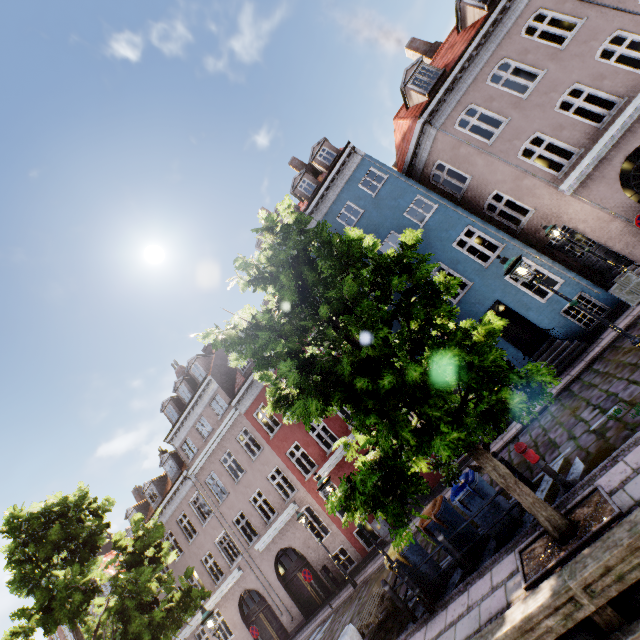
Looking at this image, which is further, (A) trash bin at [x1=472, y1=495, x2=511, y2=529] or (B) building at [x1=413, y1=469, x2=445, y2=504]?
(B) building at [x1=413, y1=469, x2=445, y2=504]

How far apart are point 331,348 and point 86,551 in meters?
13.2 m

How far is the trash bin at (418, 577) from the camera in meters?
7.8

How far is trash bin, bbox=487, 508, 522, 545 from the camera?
7.0 meters

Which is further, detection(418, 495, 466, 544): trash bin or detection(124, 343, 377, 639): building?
detection(124, 343, 377, 639): building

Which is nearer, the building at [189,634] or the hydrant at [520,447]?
the hydrant at [520,447]

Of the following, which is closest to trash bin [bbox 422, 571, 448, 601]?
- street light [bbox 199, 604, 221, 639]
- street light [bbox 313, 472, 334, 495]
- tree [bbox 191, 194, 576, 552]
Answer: street light [bbox 313, 472, 334, 495]

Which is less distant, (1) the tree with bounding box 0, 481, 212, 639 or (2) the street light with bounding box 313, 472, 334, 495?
(2) the street light with bounding box 313, 472, 334, 495
